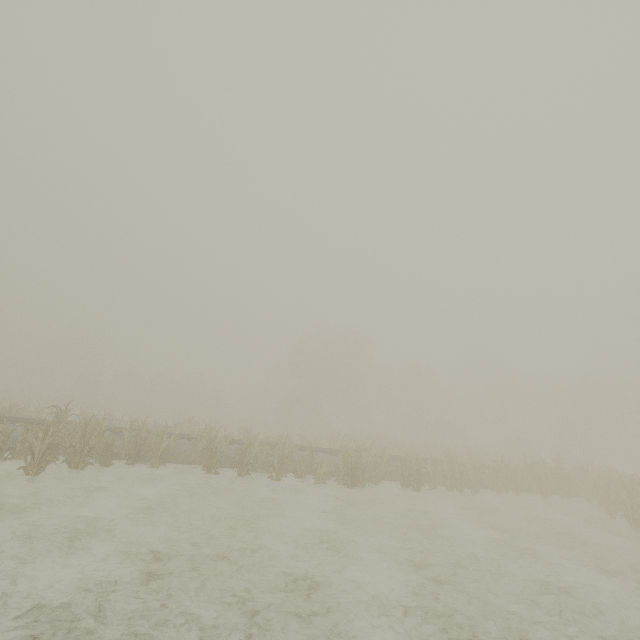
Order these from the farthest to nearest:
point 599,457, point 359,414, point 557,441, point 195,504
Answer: point 359,414
point 557,441
point 599,457
point 195,504
